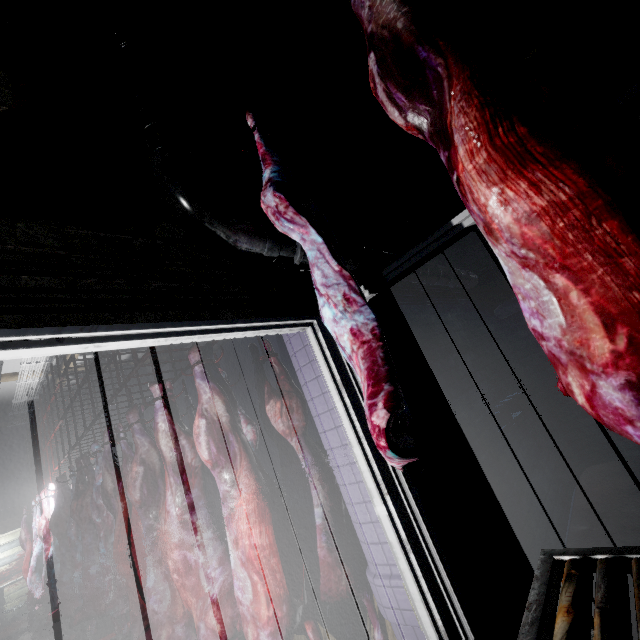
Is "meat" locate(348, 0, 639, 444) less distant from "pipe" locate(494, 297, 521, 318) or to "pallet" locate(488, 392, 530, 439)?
"pallet" locate(488, 392, 530, 439)

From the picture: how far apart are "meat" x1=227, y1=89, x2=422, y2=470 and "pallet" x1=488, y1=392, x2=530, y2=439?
1.7m

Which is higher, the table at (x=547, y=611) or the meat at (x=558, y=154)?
the meat at (x=558, y=154)

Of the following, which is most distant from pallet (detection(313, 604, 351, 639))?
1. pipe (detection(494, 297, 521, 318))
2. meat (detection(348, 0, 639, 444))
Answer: pipe (detection(494, 297, 521, 318))

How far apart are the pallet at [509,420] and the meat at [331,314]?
1.71m

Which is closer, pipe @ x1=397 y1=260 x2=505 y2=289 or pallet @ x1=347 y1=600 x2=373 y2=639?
pallet @ x1=347 y1=600 x2=373 y2=639

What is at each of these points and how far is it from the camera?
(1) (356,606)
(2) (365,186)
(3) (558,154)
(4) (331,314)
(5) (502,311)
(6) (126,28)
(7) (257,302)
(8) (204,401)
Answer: (1) pallet, 2.11m
(2) pipe, 2.71m
(3) meat, 0.62m
(4) meat, 1.20m
(5) pipe, 3.85m
(6) pipe, 1.46m
(7) wire, 1.45m
(8) meat, 1.86m

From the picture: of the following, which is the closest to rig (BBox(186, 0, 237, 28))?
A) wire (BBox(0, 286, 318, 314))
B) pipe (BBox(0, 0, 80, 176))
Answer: pipe (BBox(0, 0, 80, 176))
